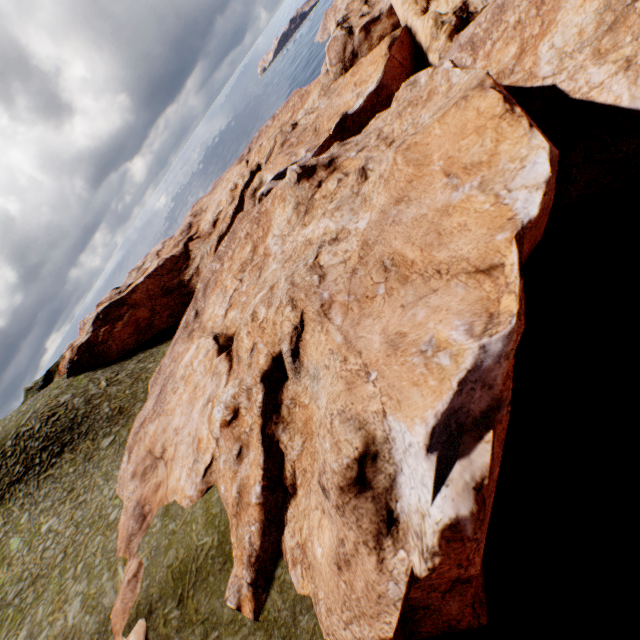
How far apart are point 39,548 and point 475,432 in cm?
3586
